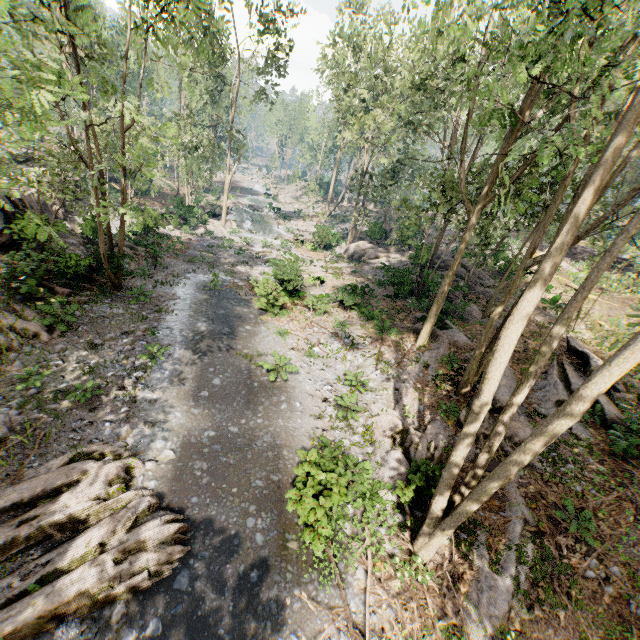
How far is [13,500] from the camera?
7.6 meters

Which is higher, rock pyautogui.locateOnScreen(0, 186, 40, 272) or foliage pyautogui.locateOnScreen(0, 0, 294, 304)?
foliage pyautogui.locateOnScreen(0, 0, 294, 304)

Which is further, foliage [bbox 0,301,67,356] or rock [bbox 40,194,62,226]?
rock [bbox 40,194,62,226]

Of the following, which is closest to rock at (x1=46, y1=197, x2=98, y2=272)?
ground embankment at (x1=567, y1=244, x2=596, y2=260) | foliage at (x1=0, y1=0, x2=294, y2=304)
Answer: foliage at (x1=0, y1=0, x2=294, y2=304)

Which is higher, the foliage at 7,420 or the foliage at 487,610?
the foliage at 487,610

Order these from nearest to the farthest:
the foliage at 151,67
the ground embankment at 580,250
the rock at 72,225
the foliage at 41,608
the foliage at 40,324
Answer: the foliage at 41,608
the foliage at 151,67
the foliage at 40,324
the rock at 72,225
the ground embankment at 580,250

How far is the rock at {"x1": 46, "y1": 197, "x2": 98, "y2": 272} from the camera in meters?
15.9 m

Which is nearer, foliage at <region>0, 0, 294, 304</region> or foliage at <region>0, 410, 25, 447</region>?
foliage at <region>0, 0, 294, 304</region>
